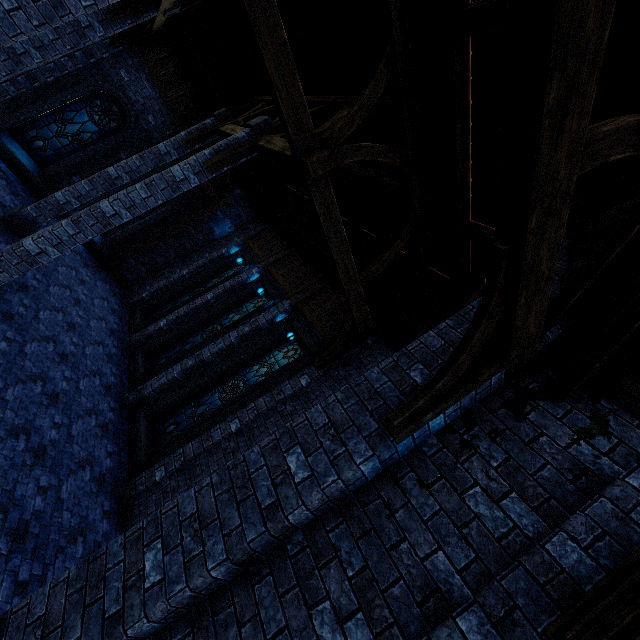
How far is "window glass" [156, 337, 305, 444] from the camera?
8.8 meters

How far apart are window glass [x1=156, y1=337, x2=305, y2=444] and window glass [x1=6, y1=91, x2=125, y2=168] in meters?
10.5

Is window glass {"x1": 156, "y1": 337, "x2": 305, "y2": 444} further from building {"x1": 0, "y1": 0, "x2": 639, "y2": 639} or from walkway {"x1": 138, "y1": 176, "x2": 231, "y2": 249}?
walkway {"x1": 138, "y1": 176, "x2": 231, "y2": 249}

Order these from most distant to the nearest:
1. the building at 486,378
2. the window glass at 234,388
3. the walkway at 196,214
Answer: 1. the walkway at 196,214
2. the window glass at 234,388
3. the building at 486,378

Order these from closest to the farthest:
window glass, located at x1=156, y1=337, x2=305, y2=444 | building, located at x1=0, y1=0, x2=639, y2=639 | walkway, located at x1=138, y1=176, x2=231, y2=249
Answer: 1. building, located at x1=0, y1=0, x2=639, y2=639
2. window glass, located at x1=156, y1=337, x2=305, y2=444
3. walkway, located at x1=138, y1=176, x2=231, y2=249

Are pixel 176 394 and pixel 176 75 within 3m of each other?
no

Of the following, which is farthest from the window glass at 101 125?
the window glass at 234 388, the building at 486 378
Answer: the window glass at 234 388

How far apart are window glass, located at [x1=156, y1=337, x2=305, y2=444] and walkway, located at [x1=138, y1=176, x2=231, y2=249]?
8.20m
